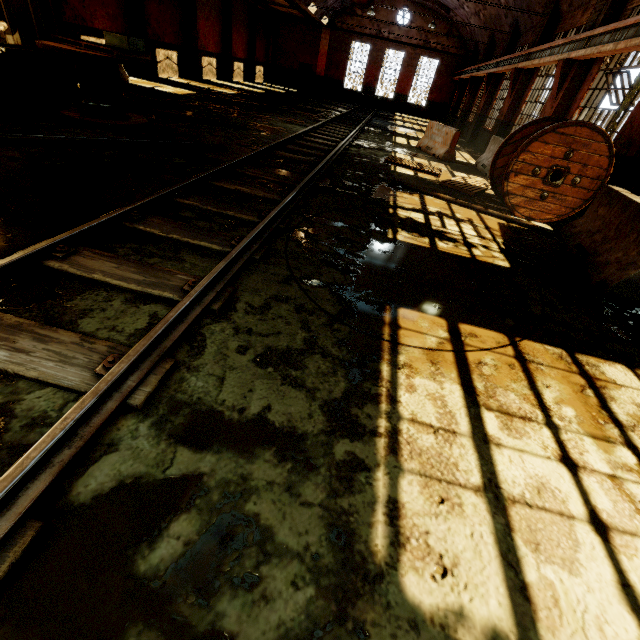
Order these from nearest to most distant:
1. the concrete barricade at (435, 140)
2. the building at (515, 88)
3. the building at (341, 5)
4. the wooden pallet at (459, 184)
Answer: the wooden pallet at (459, 184) → the concrete barricade at (435, 140) → the building at (515, 88) → the building at (341, 5)

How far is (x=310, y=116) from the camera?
15.3m

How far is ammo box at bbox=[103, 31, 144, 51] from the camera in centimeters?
637cm

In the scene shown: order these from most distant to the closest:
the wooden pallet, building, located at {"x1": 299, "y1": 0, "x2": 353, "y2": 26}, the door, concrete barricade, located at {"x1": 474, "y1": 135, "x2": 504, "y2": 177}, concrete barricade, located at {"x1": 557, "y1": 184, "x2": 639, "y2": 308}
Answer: the door
building, located at {"x1": 299, "y1": 0, "x2": 353, "y2": 26}
concrete barricade, located at {"x1": 474, "y1": 135, "x2": 504, "y2": 177}
the wooden pallet
concrete barricade, located at {"x1": 557, "y1": 184, "x2": 639, "y2": 308}

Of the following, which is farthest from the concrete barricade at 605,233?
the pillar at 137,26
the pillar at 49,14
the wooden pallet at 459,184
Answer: the pillar at 137,26

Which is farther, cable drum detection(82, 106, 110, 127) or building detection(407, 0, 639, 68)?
building detection(407, 0, 639, 68)

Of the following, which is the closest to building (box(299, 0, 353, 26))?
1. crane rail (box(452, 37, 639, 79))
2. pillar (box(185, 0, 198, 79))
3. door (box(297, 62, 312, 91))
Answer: crane rail (box(452, 37, 639, 79))

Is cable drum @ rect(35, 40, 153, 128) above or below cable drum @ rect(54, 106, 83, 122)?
above
